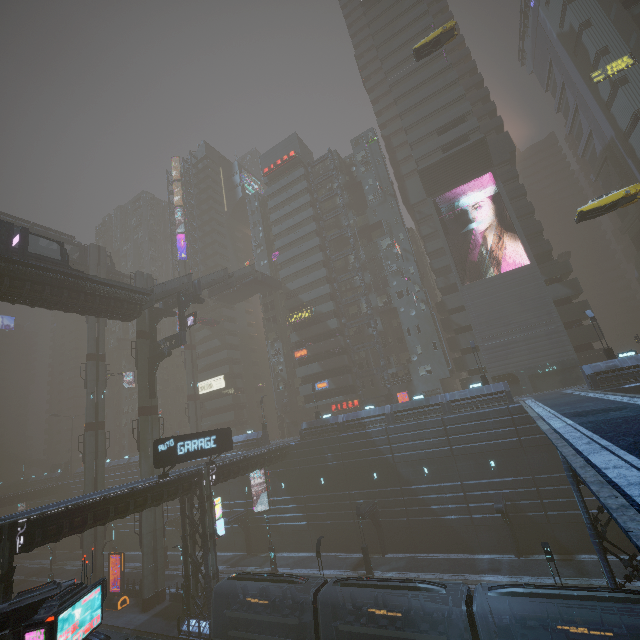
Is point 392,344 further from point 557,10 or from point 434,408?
point 557,10

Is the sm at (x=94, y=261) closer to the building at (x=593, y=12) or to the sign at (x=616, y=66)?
the building at (x=593, y=12)

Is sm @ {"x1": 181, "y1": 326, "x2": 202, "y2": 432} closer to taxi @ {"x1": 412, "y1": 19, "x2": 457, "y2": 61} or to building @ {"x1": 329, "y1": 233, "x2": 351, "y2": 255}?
building @ {"x1": 329, "y1": 233, "x2": 351, "y2": 255}

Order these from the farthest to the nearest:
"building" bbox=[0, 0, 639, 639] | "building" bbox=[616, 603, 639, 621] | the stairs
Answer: the stairs
"building" bbox=[0, 0, 639, 639]
"building" bbox=[616, 603, 639, 621]

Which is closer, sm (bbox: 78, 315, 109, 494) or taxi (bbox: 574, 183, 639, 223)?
taxi (bbox: 574, 183, 639, 223)

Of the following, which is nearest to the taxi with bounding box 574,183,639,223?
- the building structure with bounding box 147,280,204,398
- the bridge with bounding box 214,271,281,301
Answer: A: the building structure with bounding box 147,280,204,398

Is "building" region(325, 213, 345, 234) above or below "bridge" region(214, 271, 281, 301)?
above

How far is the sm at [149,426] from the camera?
34.47m
